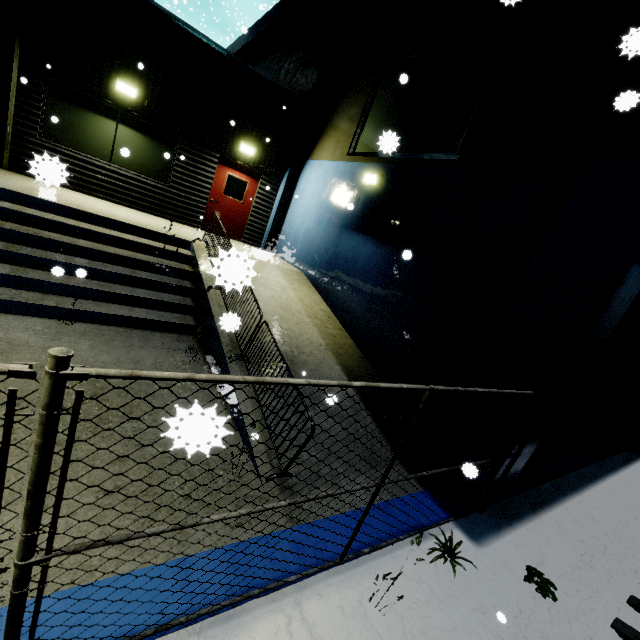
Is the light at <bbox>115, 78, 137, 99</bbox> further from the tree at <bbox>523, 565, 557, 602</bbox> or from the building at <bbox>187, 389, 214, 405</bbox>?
the tree at <bbox>523, 565, 557, 602</bbox>

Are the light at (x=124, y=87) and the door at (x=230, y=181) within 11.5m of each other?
yes

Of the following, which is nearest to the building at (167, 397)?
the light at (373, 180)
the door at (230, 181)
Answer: the door at (230, 181)

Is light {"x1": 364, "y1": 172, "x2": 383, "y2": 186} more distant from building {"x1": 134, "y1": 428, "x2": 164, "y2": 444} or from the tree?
the tree

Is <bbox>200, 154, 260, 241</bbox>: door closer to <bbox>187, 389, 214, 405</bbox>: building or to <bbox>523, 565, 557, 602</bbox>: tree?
<bbox>187, 389, 214, 405</bbox>: building

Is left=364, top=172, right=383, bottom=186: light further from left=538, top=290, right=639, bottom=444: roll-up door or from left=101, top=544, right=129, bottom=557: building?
left=538, top=290, right=639, bottom=444: roll-up door

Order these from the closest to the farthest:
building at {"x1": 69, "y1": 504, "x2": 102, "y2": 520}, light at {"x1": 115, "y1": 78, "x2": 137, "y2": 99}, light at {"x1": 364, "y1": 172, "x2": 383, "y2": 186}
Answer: building at {"x1": 69, "y1": 504, "x2": 102, "y2": 520} → light at {"x1": 364, "y1": 172, "x2": 383, "y2": 186} → light at {"x1": 115, "y1": 78, "x2": 137, "y2": 99}

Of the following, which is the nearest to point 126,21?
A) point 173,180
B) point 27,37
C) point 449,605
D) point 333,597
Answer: point 27,37
